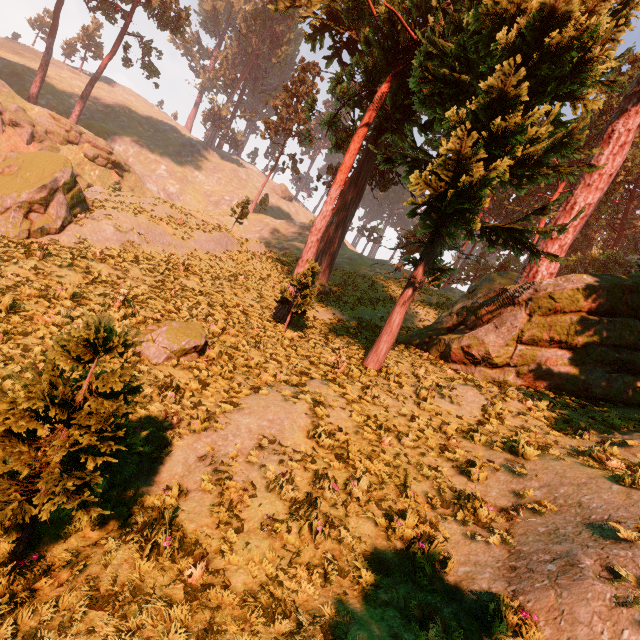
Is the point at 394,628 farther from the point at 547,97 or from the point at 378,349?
the point at 547,97

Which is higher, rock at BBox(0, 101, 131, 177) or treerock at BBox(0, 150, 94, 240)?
rock at BBox(0, 101, 131, 177)

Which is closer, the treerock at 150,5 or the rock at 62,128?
the rock at 62,128

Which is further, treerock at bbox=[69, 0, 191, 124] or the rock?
treerock at bbox=[69, 0, 191, 124]

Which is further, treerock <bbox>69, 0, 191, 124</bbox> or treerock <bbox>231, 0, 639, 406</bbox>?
treerock <bbox>69, 0, 191, 124</bbox>

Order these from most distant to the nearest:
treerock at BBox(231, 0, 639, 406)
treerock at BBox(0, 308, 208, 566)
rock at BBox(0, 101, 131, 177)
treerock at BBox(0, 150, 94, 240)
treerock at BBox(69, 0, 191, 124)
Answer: treerock at BBox(69, 0, 191, 124) < rock at BBox(0, 101, 131, 177) < treerock at BBox(0, 150, 94, 240) < treerock at BBox(231, 0, 639, 406) < treerock at BBox(0, 308, 208, 566)
